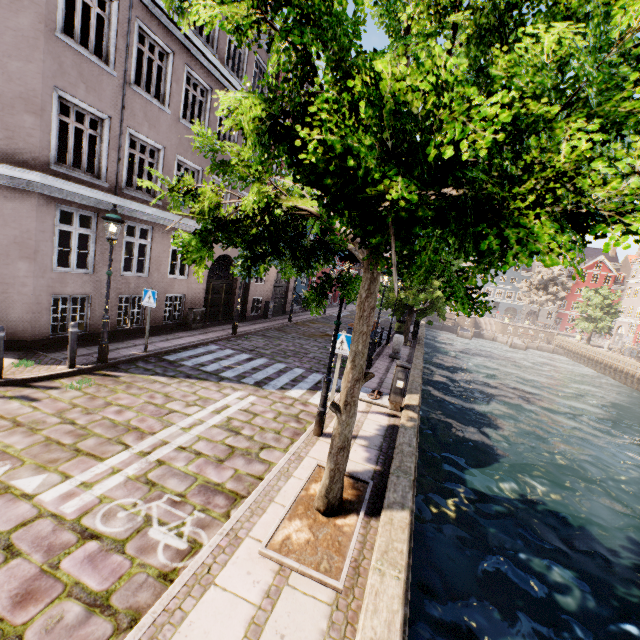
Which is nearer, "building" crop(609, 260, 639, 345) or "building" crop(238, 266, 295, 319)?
"building" crop(238, 266, 295, 319)

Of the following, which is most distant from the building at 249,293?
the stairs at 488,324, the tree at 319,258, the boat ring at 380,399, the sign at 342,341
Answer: the stairs at 488,324

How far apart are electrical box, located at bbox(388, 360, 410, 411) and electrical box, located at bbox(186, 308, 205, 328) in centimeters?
901cm

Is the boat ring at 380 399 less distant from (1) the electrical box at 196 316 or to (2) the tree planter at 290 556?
(2) the tree planter at 290 556

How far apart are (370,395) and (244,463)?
4.59m

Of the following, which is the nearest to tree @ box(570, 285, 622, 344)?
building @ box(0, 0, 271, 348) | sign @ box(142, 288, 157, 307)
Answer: building @ box(0, 0, 271, 348)

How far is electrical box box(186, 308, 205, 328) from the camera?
13.6 meters

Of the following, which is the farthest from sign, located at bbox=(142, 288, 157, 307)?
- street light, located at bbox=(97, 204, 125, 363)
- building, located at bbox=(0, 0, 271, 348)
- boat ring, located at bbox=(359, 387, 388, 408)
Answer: boat ring, located at bbox=(359, 387, 388, 408)
